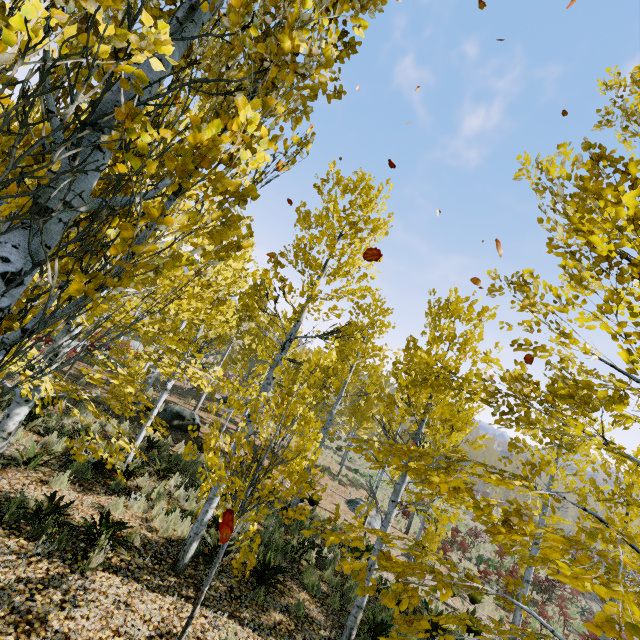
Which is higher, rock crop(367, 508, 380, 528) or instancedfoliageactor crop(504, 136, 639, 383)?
instancedfoliageactor crop(504, 136, 639, 383)

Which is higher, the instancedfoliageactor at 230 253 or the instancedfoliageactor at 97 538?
the instancedfoliageactor at 230 253

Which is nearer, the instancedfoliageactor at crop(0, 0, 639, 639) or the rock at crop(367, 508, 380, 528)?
the instancedfoliageactor at crop(0, 0, 639, 639)

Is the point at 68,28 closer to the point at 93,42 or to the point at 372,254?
the point at 93,42

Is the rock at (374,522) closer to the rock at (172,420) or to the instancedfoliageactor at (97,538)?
the instancedfoliageactor at (97,538)

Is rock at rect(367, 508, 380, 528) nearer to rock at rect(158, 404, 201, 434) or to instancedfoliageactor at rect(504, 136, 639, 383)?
instancedfoliageactor at rect(504, 136, 639, 383)

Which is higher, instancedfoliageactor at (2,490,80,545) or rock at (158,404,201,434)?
rock at (158,404,201,434)
